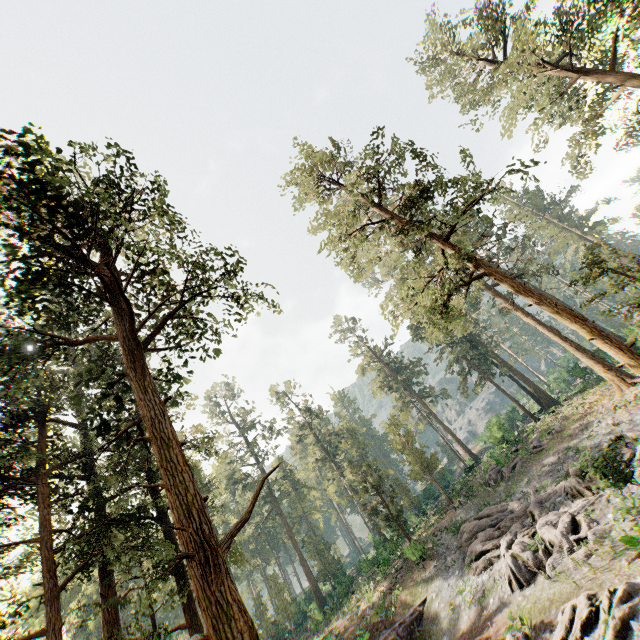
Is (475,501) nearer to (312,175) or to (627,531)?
(627,531)

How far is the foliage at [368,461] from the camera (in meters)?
29.72

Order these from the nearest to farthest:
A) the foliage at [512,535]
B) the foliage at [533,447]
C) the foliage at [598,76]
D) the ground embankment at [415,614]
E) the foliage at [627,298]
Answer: the foliage at [627,298] < the foliage at [512,535] < the foliage at [598,76] < the ground embankment at [415,614] < the foliage at [533,447]

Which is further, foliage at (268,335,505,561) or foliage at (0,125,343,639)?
foliage at (268,335,505,561)

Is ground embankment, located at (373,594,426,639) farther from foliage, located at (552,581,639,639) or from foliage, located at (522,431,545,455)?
foliage, located at (522,431,545,455)

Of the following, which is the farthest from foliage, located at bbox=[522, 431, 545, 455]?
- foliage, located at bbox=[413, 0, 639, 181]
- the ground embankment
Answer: the ground embankment

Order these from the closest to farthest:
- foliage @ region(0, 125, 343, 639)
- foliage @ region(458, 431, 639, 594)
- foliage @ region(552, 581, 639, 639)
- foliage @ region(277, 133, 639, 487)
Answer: foliage @ region(0, 125, 343, 639) < foliage @ region(552, 581, 639, 639) < foliage @ region(277, 133, 639, 487) < foliage @ region(458, 431, 639, 594)
